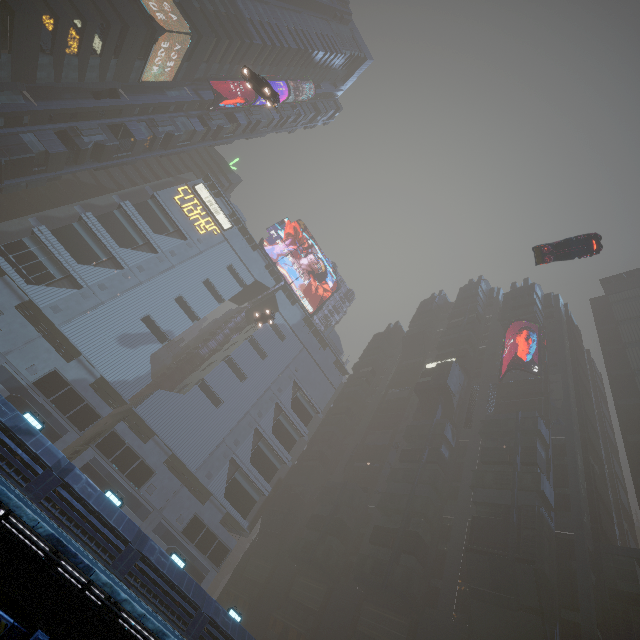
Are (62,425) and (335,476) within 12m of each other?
no

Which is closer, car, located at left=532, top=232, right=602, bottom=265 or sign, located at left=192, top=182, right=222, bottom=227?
car, located at left=532, top=232, right=602, bottom=265

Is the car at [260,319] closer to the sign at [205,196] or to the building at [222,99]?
the building at [222,99]

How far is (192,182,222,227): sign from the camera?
58.6 meters

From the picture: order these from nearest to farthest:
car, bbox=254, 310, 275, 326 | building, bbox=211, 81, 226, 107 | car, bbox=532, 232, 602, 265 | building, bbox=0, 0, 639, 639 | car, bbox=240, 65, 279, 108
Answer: car, bbox=532, 232, 602, 265, building, bbox=0, 0, 639, 639, car, bbox=240, 65, 279, 108, car, bbox=254, 310, 275, 326, building, bbox=211, 81, 226, 107

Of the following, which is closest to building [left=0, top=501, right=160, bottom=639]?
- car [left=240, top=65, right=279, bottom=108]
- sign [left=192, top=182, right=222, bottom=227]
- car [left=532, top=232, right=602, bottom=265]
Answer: sign [left=192, top=182, right=222, bottom=227]

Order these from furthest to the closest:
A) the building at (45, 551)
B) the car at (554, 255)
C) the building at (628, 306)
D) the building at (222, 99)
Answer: the building at (222, 99)
the building at (628, 306)
the car at (554, 255)
the building at (45, 551)

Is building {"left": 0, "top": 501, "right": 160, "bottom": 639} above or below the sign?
below
